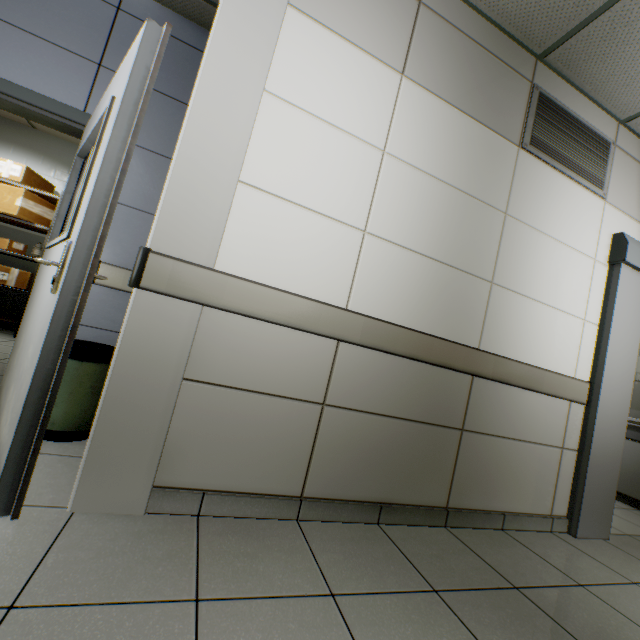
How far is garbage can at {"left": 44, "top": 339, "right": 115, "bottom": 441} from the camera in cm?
189

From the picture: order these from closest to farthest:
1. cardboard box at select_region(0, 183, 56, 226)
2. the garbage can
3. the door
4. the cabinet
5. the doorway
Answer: the door < the garbage can < the doorway < the cabinet < cardboard box at select_region(0, 183, 56, 226)

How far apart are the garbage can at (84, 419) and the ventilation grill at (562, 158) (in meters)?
3.11

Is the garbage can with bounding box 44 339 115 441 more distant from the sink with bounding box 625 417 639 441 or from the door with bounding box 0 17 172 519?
the sink with bounding box 625 417 639 441

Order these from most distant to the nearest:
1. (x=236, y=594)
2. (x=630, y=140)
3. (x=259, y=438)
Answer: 1. (x=630, y=140)
2. (x=259, y=438)
3. (x=236, y=594)

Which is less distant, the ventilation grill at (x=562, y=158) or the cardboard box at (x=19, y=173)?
the ventilation grill at (x=562, y=158)

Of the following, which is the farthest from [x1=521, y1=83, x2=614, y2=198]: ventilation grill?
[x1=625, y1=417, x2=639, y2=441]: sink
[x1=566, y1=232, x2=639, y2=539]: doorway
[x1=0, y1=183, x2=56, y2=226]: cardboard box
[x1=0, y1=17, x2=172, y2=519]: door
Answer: [x1=0, y1=183, x2=56, y2=226]: cardboard box

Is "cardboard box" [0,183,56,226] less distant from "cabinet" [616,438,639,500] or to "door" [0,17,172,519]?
"door" [0,17,172,519]
